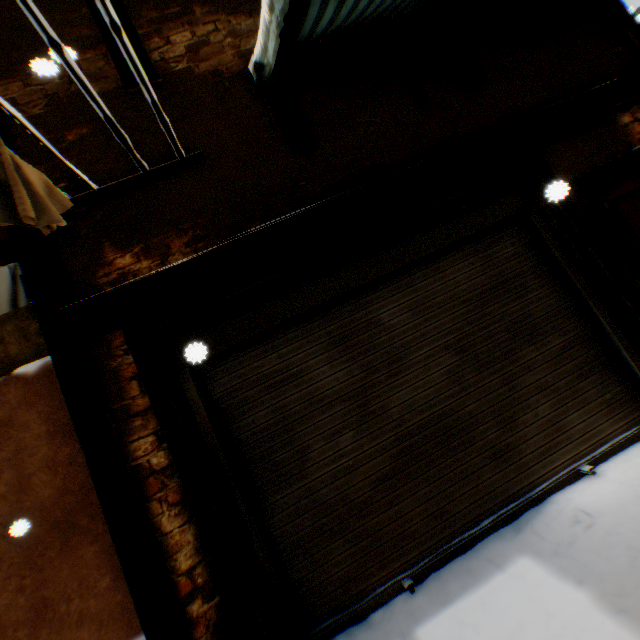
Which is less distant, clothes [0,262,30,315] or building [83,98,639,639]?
building [83,98,639,639]

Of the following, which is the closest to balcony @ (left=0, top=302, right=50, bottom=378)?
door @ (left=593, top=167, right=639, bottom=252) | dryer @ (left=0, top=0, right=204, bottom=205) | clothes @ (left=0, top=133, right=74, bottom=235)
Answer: clothes @ (left=0, top=133, right=74, bottom=235)

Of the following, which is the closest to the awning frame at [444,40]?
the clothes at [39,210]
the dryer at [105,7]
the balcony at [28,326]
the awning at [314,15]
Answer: the awning at [314,15]

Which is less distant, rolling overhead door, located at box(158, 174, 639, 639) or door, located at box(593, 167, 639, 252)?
rolling overhead door, located at box(158, 174, 639, 639)

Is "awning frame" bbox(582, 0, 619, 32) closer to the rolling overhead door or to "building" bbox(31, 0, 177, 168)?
"building" bbox(31, 0, 177, 168)

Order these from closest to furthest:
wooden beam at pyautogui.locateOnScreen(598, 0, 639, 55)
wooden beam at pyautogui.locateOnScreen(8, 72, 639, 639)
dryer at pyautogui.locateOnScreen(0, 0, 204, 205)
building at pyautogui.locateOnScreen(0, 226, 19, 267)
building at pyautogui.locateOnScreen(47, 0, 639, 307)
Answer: dryer at pyautogui.locateOnScreen(0, 0, 204, 205)
wooden beam at pyautogui.locateOnScreen(8, 72, 639, 639)
building at pyautogui.locateOnScreen(47, 0, 639, 307)
wooden beam at pyautogui.locateOnScreen(598, 0, 639, 55)
building at pyautogui.locateOnScreen(0, 226, 19, 267)

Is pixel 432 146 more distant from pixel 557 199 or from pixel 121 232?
pixel 121 232

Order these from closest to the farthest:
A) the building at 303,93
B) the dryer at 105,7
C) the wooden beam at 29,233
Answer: the dryer at 105,7
the wooden beam at 29,233
the building at 303,93
